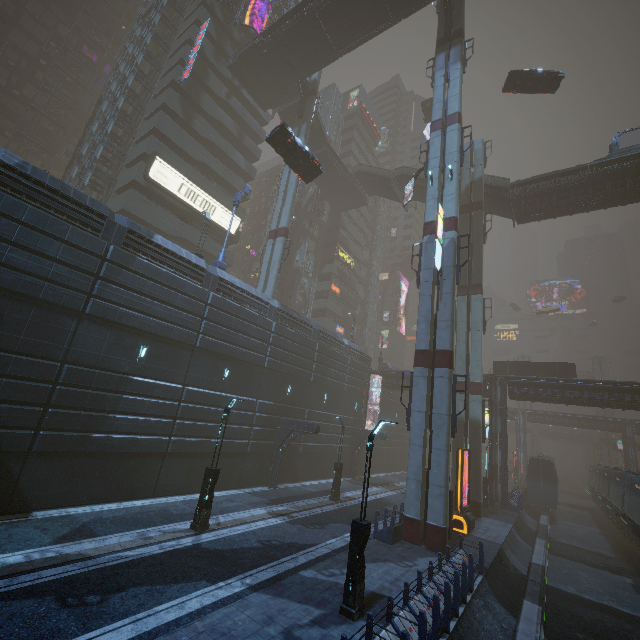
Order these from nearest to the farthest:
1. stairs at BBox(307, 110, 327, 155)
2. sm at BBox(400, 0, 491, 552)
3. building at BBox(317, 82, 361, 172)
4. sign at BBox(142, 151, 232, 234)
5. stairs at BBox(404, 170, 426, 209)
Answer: sm at BBox(400, 0, 491, 552) → sign at BBox(142, 151, 232, 234) → stairs at BBox(404, 170, 426, 209) → stairs at BBox(307, 110, 327, 155) → building at BBox(317, 82, 361, 172)

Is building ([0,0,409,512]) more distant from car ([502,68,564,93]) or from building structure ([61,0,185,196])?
car ([502,68,564,93])

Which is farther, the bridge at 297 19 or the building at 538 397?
the bridge at 297 19

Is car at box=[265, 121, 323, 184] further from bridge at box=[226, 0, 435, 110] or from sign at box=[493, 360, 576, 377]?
bridge at box=[226, 0, 435, 110]

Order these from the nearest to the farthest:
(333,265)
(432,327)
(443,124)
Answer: (432,327), (443,124), (333,265)

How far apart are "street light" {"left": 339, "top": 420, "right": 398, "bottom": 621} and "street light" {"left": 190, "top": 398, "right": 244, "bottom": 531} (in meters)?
6.68

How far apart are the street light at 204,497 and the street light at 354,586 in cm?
668

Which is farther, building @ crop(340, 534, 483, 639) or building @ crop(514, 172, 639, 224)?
building @ crop(514, 172, 639, 224)
